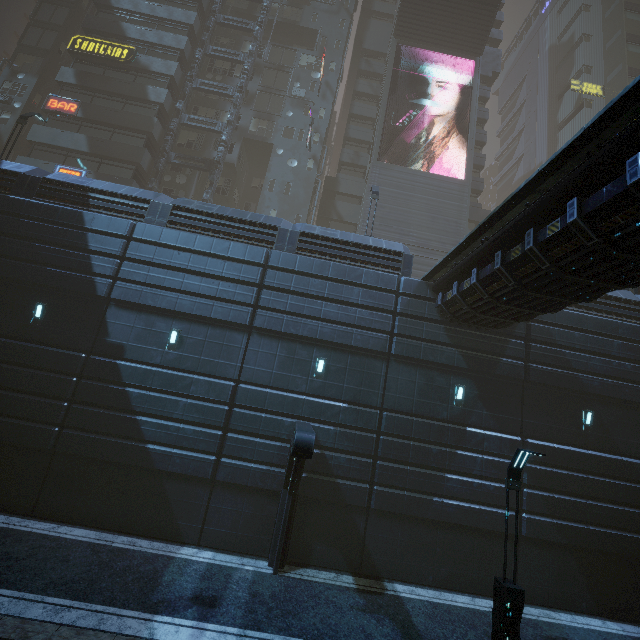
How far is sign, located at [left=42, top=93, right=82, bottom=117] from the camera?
25.8m

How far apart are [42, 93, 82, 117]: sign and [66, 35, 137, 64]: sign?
4.28m

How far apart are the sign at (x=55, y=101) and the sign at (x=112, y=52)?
4.3m

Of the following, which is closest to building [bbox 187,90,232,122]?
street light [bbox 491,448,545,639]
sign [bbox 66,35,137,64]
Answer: sign [bbox 66,35,137,64]

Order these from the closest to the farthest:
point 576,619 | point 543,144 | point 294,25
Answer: point 576,619 < point 294,25 < point 543,144

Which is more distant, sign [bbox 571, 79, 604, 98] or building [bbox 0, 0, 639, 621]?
sign [bbox 571, 79, 604, 98]

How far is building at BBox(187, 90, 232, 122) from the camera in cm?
3047

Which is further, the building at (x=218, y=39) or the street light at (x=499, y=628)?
the building at (x=218, y=39)
